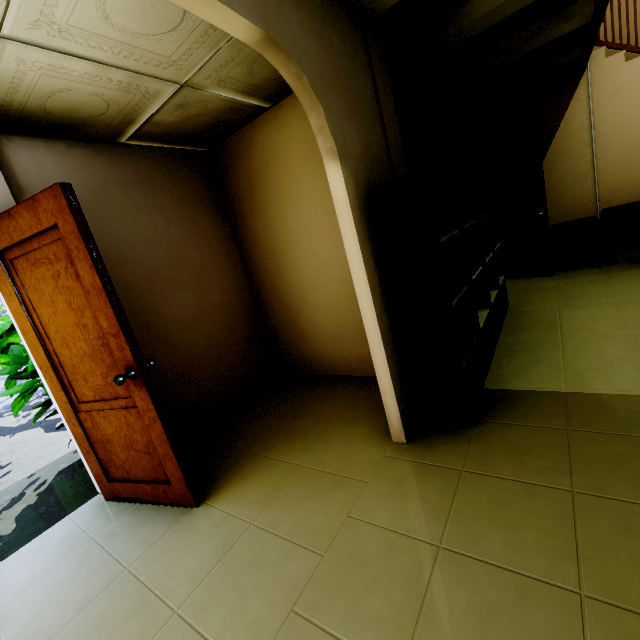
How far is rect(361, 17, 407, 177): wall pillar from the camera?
2.2m

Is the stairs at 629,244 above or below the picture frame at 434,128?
below

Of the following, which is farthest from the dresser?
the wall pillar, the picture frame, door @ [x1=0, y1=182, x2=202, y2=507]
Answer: door @ [x1=0, y1=182, x2=202, y2=507]

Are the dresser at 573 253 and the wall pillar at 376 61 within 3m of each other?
no

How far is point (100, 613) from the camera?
1.6m

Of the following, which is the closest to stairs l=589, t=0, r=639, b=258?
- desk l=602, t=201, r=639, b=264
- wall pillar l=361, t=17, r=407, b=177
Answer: desk l=602, t=201, r=639, b=264

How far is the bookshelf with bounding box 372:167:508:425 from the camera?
1.91m

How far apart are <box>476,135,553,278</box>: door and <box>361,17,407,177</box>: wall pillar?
3.47m
